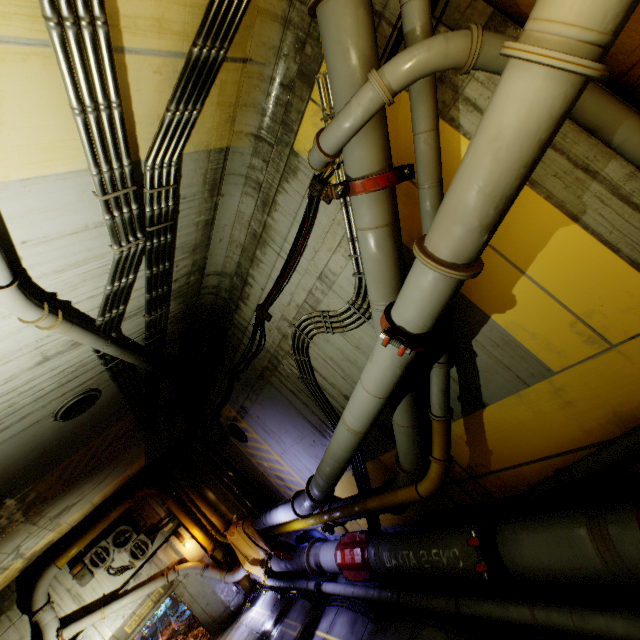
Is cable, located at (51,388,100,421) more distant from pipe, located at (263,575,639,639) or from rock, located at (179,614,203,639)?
rock, located at (179,614,203,639)

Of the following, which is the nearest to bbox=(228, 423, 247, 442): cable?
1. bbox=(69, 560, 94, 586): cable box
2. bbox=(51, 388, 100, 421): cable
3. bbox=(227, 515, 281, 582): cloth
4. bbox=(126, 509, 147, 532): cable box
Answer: bbox=(227, 515, 281, 582): cloth

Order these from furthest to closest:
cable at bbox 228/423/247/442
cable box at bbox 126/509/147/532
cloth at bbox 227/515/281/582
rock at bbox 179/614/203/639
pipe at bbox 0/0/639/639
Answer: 1. rock at bbox 179/614/203/639
2. cable box at bbox 126/509/147/532
3. cloth at bbox 227/515/281/582
4. cable at bbox 228/423/247/442
5. pipe at bbox 0/0/639/639

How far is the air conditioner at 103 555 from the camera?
12.3 meters

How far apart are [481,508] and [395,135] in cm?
627

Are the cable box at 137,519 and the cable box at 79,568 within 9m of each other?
yes

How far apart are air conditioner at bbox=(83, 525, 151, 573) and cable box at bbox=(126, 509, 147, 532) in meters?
0.2

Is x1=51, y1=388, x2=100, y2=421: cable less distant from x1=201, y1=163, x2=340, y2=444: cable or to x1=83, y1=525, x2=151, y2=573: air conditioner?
x1=201, y1=163, x2=340, y2=444: cable
